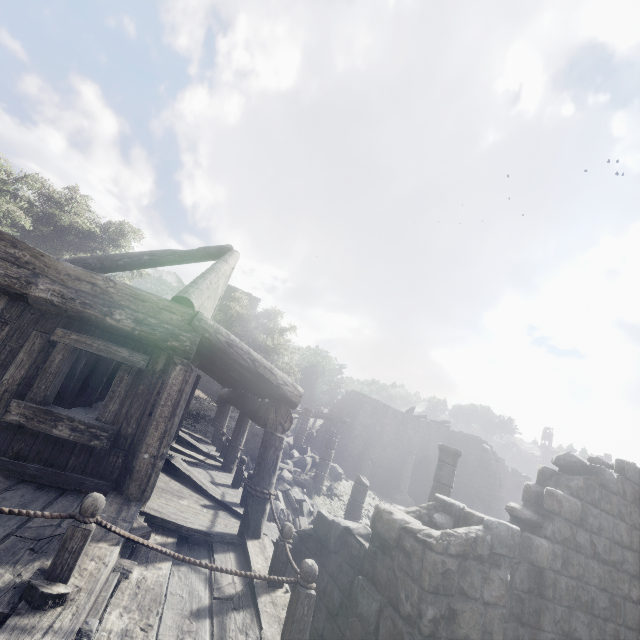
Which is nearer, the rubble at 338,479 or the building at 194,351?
the building at 194,351

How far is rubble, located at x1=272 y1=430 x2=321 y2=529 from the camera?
10.5m

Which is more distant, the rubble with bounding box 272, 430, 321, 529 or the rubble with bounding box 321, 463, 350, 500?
the rubble with bounding box 321, 463, 350, 500

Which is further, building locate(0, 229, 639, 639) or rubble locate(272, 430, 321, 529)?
rubble locate(272, 430, 321, 529)

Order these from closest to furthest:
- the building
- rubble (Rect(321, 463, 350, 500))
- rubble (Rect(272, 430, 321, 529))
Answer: the building → rubble (Rect(272, 430, 321, 529)) → rubble (Rect(321, 463, 350, 500))

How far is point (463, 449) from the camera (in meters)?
27.81

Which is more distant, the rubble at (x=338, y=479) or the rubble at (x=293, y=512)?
the rubble at (x=338, y=479)
